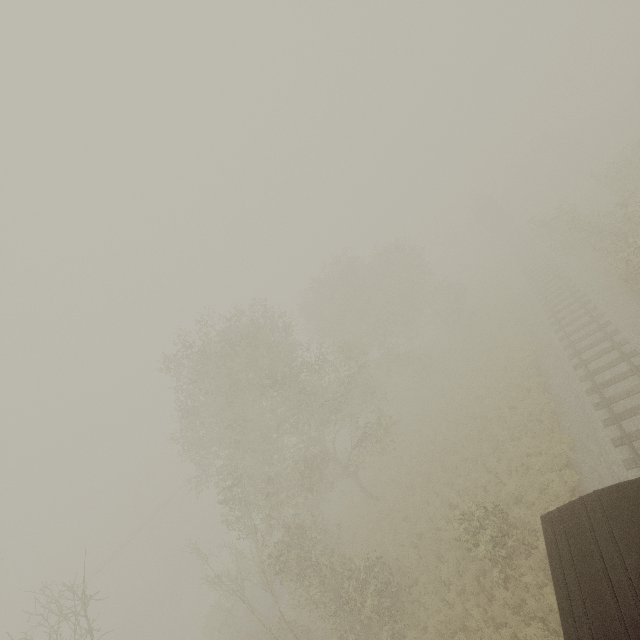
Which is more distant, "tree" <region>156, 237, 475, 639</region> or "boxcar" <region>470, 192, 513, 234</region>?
"boxcar" <region>470, 192, 513, 234</region>

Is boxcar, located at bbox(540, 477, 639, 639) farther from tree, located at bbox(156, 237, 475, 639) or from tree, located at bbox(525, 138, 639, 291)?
tree, located at bbox(525, 138, 639, 291)

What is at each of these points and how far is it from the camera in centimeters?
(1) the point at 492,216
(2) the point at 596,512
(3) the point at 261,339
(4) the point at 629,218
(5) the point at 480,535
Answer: (1) boxcar, 4538cm
(2) boxcar, 589cm
(3) tree, 1895cm
(4) tree, 1812cm
(5) tree, 1230cm

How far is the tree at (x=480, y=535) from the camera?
11.7m

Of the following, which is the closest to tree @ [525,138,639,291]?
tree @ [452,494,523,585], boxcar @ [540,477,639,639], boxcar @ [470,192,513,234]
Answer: tree @ [452,494,523,585]

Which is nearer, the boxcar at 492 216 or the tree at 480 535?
the tree at 480 535

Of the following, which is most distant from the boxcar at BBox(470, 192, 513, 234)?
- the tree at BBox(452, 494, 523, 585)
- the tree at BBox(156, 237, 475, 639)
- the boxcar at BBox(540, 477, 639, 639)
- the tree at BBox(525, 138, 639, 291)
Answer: the boxcar at BBox(540, 477, 639, 639)

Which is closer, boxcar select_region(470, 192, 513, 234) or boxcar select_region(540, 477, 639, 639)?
boxcar select_region(540, 477, 639, 639)
